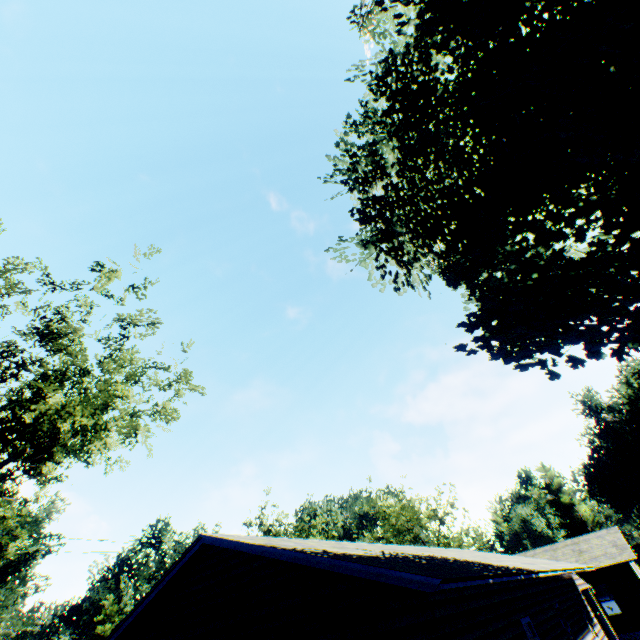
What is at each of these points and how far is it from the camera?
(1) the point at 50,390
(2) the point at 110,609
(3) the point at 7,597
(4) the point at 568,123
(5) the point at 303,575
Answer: (1) tree, 10.4 meters
(2) plant, 53.5 meters
(3) plant, 52.8 meters
(4) plant, 7.8 meters
(5) house, 7.1 meters

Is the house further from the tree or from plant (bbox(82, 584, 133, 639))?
plant (bbox(82, 584, 133, 639))

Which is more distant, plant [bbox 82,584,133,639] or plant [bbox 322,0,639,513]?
plant [bbox 82,584,133,639]

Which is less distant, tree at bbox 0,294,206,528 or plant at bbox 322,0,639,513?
plant at bbox 322,0,639,513

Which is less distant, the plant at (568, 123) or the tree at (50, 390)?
the plant at (568, 123)

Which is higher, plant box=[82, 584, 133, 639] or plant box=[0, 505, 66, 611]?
plant box=[0, 505, 66, 611]

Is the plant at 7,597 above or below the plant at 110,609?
above

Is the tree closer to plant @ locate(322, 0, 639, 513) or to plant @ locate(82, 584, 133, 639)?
plant @ locate(322, 0, 639, 513)
